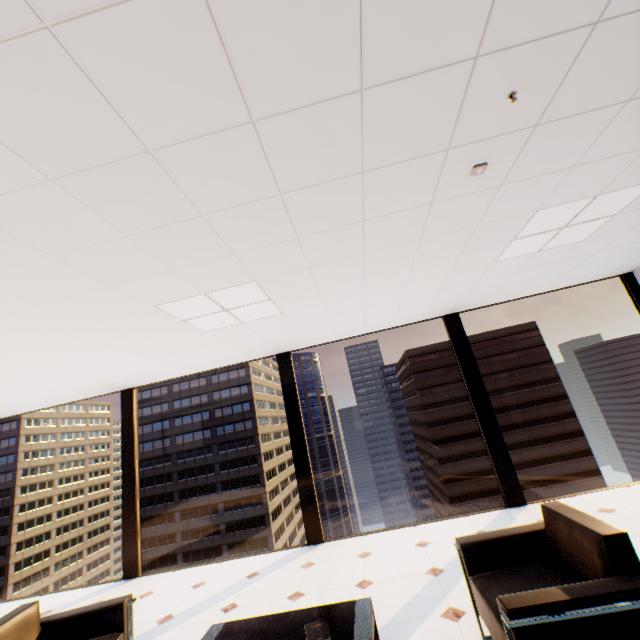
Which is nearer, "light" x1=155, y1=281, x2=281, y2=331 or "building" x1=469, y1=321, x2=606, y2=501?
"light" x1=155, y1=281, x2=281, y2=331

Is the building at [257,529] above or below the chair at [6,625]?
below

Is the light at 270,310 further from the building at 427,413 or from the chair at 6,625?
the building at 427,413

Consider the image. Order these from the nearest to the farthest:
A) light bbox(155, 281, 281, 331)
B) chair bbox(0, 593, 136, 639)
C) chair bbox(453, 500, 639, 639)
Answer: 1. chair bbox(453, 500, 639, 639)
2. chair bbox(0, 593, 136, 639)
3. light bbox(155, 281, 281, 331)

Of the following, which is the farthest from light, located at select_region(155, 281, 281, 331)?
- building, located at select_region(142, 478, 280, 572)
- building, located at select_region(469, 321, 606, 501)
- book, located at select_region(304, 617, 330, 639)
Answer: building, located at select_region(142, 478, 280, 572)

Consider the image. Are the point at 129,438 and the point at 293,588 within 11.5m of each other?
yes

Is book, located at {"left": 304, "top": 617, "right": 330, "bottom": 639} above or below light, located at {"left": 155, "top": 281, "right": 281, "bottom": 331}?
below

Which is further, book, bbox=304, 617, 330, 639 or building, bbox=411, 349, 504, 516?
building, bbox=411, 349, 504, 516
